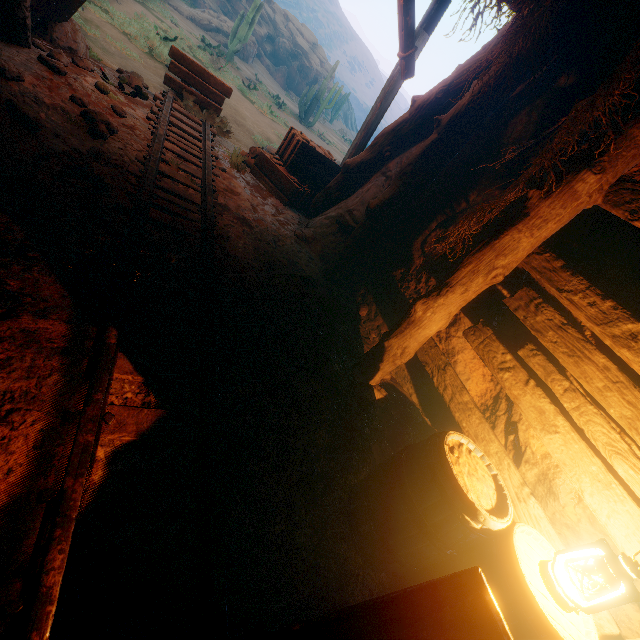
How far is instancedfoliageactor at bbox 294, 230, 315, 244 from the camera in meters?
5.4 m

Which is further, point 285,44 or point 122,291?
point 285,44

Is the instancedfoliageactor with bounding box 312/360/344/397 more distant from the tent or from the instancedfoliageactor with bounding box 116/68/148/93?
the instancedfoliageactor with bounding box 116/68/148/93

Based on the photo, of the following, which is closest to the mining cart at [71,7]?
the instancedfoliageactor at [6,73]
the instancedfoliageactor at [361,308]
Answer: the instancedfoliageactor at [6,73]

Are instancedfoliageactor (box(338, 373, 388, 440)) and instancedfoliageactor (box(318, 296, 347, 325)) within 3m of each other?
yes

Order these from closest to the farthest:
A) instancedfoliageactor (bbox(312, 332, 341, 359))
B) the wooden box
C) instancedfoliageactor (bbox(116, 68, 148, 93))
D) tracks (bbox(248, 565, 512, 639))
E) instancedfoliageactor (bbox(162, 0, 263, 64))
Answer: tracks (bbox(248, 565, 512, 639)), instancedfoliageactor (bbox(312, 332, 341, 359)), instancedfoliageactor (bbox(116, 68, 148, 93)), the wooden box, instancedfoliageactor (bbox(162, 0, 263, 64))

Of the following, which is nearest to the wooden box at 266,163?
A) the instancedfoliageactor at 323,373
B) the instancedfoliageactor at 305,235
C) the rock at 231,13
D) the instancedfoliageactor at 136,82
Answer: the instancedfoliageactor at 305,235

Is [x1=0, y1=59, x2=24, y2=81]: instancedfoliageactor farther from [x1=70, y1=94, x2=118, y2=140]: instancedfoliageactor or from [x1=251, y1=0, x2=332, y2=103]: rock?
[x1=251, y1=0, x2=332, y2=103]: rock
